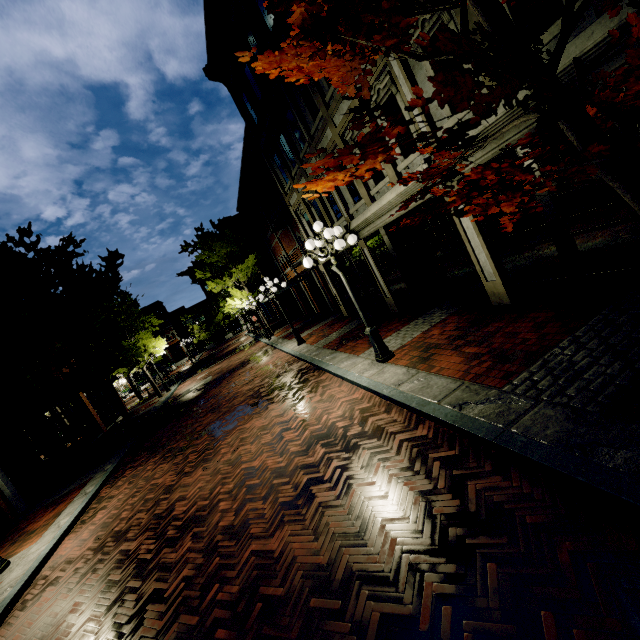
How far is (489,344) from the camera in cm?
598

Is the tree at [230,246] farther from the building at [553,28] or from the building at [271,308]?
the building at [553,28]

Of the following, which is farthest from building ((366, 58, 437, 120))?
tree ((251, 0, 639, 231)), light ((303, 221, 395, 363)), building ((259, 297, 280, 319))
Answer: building ((259, 297, 280, 319))

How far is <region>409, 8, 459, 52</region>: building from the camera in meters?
5.5 m

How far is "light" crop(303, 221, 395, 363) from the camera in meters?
7.1

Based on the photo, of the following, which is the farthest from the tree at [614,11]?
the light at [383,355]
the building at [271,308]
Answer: the light at [383,355]

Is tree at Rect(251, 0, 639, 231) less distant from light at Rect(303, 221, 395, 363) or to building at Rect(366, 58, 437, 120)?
building at Rect(366, 58, 437, 120)
